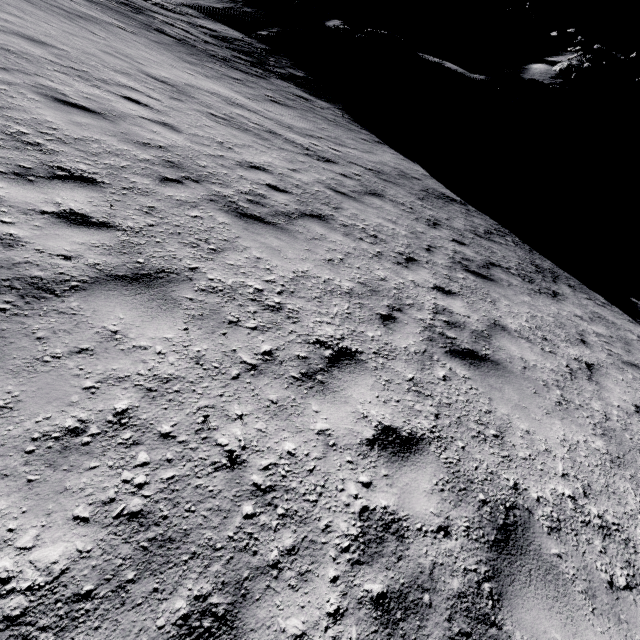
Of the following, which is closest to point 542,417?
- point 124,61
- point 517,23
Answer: point 124,61

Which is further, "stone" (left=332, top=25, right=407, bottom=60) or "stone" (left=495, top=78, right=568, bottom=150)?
"stone" (left=332, top=25, right=407, bottom=60)

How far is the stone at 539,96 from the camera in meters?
19.9 m

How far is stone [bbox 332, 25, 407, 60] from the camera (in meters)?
20.97

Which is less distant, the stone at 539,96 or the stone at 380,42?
the stone at 539,96

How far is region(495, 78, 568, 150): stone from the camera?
19.91m
